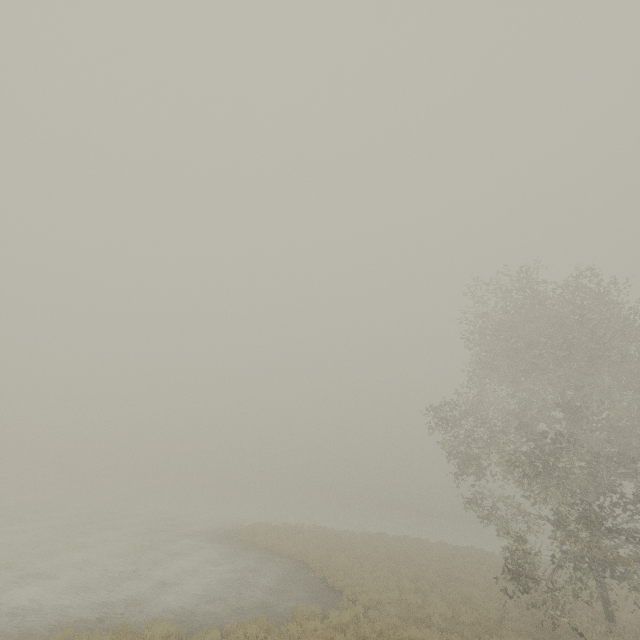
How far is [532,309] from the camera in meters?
19.5
